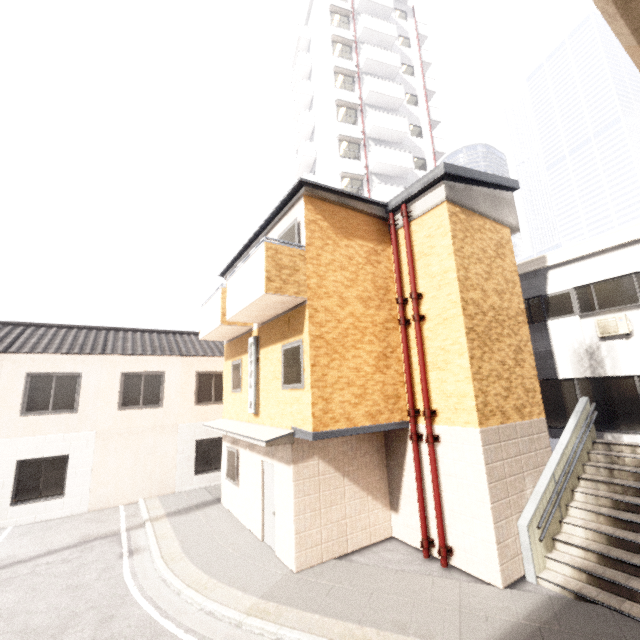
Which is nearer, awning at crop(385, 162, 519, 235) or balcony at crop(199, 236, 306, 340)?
balcony at crop(199, 236, 306, 340)

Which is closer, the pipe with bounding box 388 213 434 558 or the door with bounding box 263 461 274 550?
the pipe with bounding box 388 213 434 558

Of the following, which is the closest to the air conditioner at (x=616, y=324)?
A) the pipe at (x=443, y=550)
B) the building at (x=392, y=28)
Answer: the pipe at (x=443, y=550)

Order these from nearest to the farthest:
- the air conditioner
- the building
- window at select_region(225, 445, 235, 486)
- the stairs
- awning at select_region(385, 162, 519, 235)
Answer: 1. the stairs
2. awning at select_region(385, 162, 519, 235)
3. the air conditioner
4. window at select_region(225, 445, 235, 486)
5. the building

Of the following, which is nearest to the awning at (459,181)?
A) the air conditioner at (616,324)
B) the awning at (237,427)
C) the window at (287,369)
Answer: the air conditioner at (616,324)

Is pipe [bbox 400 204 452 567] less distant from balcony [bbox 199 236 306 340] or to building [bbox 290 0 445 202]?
balcony [bbox 199 236 306 340]

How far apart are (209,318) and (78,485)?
8.2 meters

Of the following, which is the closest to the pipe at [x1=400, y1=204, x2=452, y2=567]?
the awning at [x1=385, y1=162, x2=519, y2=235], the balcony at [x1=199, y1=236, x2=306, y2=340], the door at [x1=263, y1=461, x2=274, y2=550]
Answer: the awning at [x1=385, y1=162, x2=519, y2=235]
